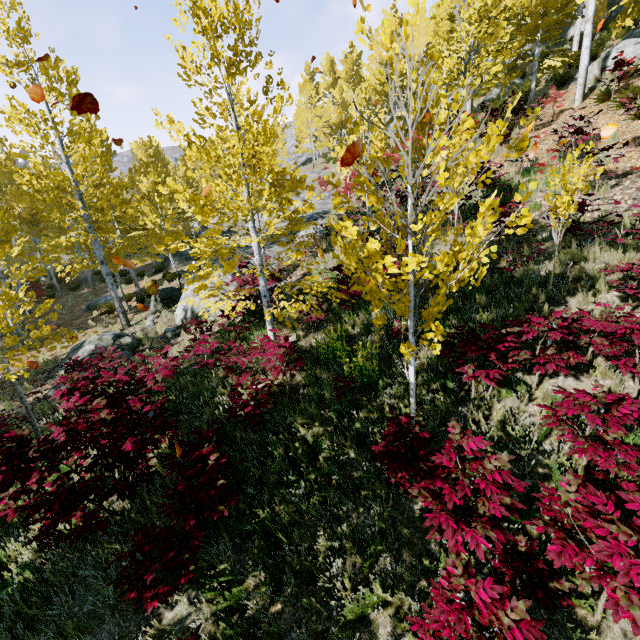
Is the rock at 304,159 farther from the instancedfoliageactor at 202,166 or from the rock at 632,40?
the rock at 632,40

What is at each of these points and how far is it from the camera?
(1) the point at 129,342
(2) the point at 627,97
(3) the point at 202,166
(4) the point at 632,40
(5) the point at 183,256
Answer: (1) rock, 11.4 meters
(2) instancedfoliageactor, 10.0 meters
(3) instancedfoliageactor, 6.0 meters
(4) rock, 12.8 meters
(5) rock, 24.3 meters

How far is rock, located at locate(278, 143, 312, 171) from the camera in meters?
41.8

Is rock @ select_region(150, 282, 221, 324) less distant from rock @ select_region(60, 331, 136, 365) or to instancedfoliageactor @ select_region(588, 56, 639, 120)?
instancedfoliageactor @ select_region(588, 56, 639, 120)

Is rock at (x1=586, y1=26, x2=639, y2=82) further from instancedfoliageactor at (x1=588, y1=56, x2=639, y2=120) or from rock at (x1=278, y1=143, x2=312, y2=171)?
rock at (x1=278, y1=143, x2=312, y2=171)

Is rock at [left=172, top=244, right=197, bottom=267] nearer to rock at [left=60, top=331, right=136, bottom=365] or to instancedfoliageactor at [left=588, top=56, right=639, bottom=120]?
instancedfoliageactor at [left=588, top=56, right=639, bottom=120]

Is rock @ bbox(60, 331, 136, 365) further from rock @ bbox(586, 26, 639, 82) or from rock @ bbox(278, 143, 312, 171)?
rock @ bbox(586, 26, 639, 82)
